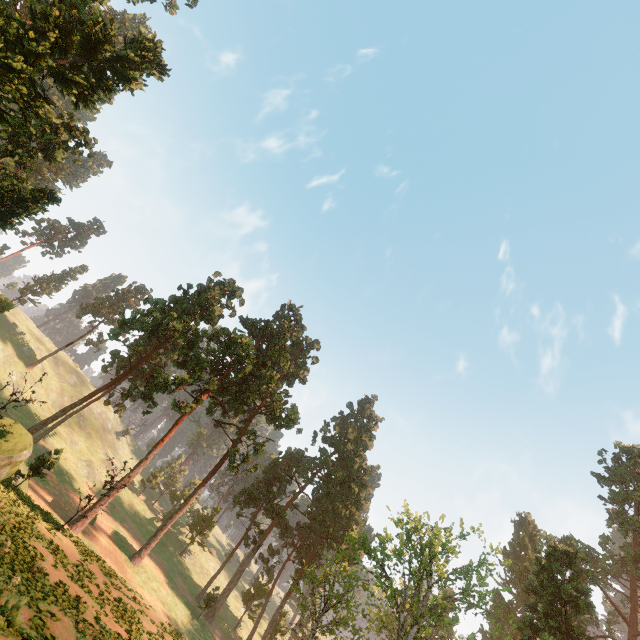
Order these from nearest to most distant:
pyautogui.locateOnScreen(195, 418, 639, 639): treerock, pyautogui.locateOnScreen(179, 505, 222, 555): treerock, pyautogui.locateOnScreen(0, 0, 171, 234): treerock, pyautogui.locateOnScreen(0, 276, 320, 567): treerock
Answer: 1. pyautogui.locateOnScreen(0, 0, 171, 234): treerock
2. pyautogui.locateOnScreen(0, 276, 320, 567): treerock
3. pyautogui.locateOnScreen(195, 418, 639, 639): treerock
4. pyautogui.locateOnScreen(179, 505, 222, 555): treerock

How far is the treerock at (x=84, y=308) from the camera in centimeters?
5842cm

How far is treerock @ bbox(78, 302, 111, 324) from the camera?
58.42m

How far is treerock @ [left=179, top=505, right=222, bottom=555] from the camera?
53.8m

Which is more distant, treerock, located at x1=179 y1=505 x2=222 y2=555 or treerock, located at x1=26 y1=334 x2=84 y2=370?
treerock, located at x1=26 y1=334 x2=84 y2=370

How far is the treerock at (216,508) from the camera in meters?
53.8 m

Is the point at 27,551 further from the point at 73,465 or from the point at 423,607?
the point at 423,607
